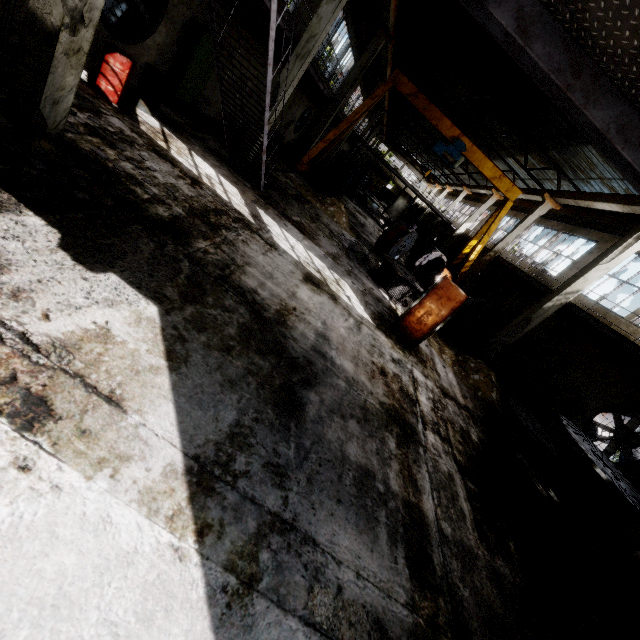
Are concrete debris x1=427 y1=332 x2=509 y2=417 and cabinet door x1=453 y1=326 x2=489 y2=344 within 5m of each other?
yes

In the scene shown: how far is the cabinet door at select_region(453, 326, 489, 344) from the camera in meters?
11.3 m

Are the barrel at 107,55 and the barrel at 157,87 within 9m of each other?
yes

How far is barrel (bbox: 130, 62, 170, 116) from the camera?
8.1 meters

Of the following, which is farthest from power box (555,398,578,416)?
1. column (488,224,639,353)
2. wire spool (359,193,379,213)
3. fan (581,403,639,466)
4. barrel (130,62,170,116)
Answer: wire spool (359,193,379,213)

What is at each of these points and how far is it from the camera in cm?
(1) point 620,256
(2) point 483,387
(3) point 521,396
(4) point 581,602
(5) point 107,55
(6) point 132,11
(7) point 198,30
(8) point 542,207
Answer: (1) column, 1095
(2) concrete debris, 1048
(3) barrel, 1280
(4) concrete debris, 541
(5) barrel, 698
(6) fan, 846
(7) power box, 949
(8) column, 1767

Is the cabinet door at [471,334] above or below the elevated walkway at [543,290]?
below

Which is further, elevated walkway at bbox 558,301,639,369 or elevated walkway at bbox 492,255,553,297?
elevated walkway at bbox 492,255,553,297
